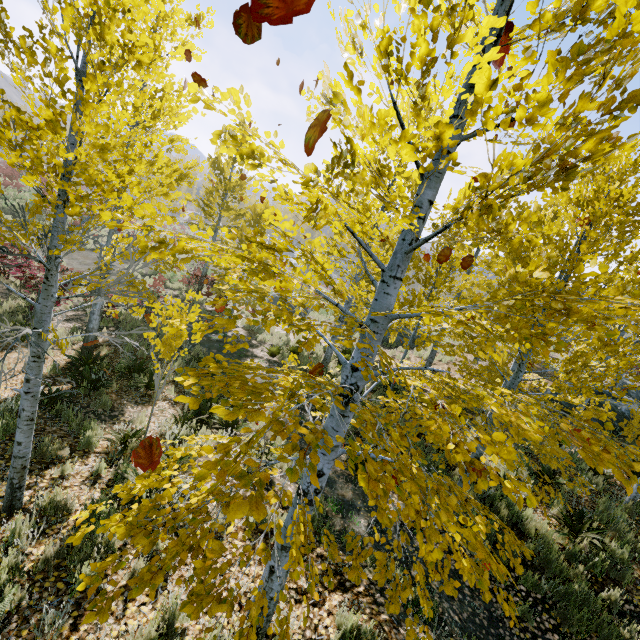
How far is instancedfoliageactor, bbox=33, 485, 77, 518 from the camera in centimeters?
415cm

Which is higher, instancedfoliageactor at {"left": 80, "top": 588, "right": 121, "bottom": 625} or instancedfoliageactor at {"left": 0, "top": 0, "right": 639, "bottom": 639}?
instancedfoliageactor at {"left": 80, "top": 588, "right": 121, "bottom": 625}

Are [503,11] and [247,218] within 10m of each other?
no

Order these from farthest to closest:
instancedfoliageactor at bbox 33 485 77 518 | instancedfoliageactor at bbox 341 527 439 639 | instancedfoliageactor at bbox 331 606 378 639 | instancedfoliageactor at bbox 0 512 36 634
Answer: instancedfoliageactor at bbox 33 485 77 518
instancedfoliageactor at bbox 331 606 378 639
instancedfoliageactor at bbox 0 512 36 634
instancedfoliageactor at bbox 341 527 439 639

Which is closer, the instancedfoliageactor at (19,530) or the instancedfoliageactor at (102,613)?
the instancedfoliageactor at (102,613)

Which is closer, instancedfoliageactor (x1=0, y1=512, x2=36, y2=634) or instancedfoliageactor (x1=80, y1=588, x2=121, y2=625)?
instancedfoliageactor (x1=80, y1=588, x2=121, y2=625)
